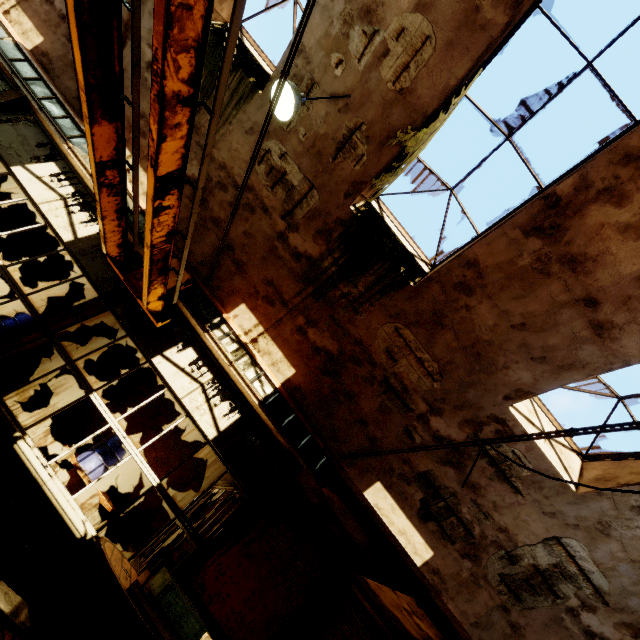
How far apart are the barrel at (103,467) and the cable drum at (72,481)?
0.2 meters

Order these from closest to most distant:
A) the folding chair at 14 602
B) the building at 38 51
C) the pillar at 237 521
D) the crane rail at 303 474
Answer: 1. the folding chair at 14 602
2. the pillar at 237 521
3. the crane rail at 303 474
4. the building at 38 51

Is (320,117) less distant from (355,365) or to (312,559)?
(355,365)

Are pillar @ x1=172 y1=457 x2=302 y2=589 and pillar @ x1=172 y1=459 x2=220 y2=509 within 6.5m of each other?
yes

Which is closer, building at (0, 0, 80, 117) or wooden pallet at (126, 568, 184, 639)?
wooden pallet at (126, 568, 184, 639)

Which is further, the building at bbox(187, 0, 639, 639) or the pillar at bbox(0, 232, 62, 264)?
the pillar at bbox(0, 232, 62, 264)

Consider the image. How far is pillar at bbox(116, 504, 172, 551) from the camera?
8.8m

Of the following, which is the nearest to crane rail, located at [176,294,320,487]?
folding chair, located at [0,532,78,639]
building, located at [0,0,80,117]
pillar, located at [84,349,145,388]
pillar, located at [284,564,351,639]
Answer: building, located at [0,0,80,117]
